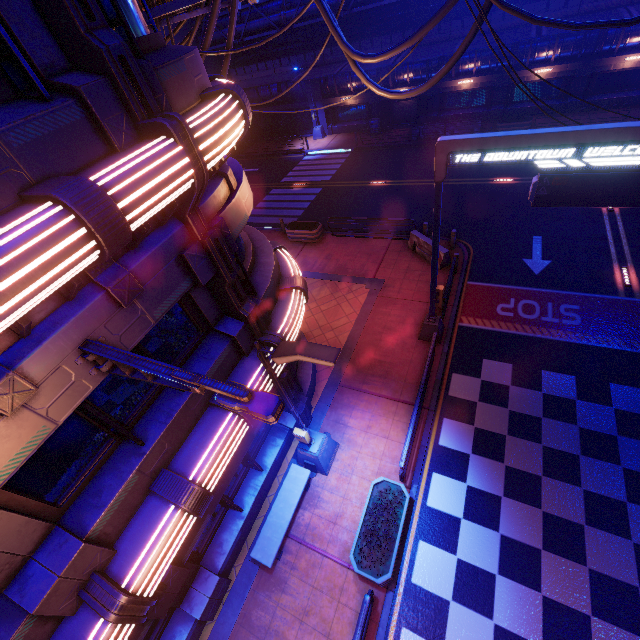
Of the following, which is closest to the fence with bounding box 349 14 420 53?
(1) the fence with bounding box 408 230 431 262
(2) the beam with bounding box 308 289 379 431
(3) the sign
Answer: (1) the fence with bounding box 408 230 431 262

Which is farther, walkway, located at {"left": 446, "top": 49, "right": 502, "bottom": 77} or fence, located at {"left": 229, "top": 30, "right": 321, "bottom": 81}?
fence, located at {"left": 229, "top": 30, "right": 321, "bottom": 81}

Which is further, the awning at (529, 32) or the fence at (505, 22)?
the fence at (505, 22)

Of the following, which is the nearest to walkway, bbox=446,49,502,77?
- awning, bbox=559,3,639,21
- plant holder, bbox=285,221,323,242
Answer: awning, bbox=559,3,639,21

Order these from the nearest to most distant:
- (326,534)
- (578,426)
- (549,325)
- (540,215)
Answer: (326,534), (578,426), (549,325), (540,215)

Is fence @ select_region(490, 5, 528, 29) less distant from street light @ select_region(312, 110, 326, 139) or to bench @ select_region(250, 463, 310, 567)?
street light @ select_region(312, 110, 326, 139)

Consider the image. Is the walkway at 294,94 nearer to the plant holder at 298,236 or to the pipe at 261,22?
the pipe at 261,22

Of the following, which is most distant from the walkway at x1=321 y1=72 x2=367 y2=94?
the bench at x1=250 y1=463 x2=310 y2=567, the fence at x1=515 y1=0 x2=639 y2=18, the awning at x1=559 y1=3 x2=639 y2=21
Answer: the bench at x1=250 y1=463 x2=310 y2=567
